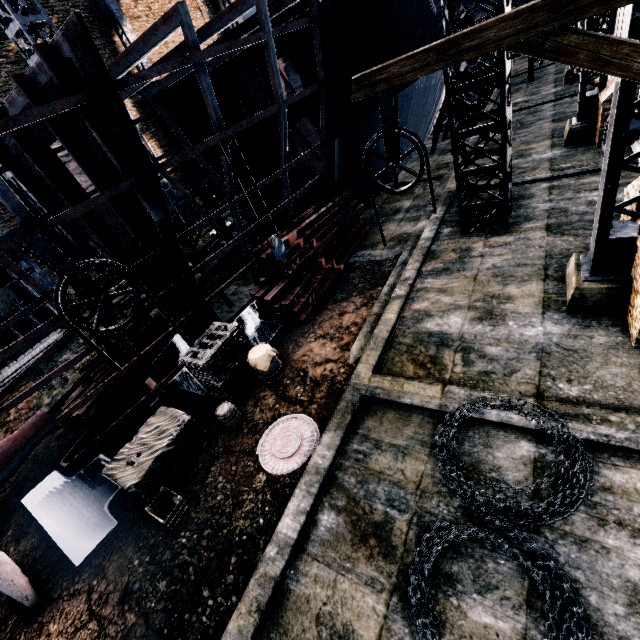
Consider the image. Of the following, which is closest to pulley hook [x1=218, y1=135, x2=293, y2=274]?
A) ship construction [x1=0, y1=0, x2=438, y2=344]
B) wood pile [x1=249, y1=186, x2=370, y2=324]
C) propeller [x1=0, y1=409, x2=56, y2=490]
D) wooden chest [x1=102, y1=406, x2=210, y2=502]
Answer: ship construction [x1=0, y1=0, x2=438, y2=344]

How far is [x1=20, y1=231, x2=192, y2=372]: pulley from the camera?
6.8 meters

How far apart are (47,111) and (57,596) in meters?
10.1

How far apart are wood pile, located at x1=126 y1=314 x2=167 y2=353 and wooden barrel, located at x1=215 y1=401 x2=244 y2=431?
5.97m

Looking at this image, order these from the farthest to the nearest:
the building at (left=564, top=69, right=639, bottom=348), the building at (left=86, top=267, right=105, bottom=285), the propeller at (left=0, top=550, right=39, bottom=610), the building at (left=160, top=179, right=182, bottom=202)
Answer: the building at (left=160, top=179, right=182, bottom=202)
the building at (left=86, top=267, right=105, bottom=285)
the propeller at (left=0, top=550, right=39, bottom=610)
the building at (left=564, top=69, right=639, bottom=348)

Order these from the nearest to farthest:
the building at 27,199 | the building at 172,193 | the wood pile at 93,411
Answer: the wood pile at 93,411, the building at 27,199, the building at 172,193

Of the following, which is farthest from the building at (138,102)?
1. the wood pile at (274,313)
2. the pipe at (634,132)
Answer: the wood pile at (274,313)

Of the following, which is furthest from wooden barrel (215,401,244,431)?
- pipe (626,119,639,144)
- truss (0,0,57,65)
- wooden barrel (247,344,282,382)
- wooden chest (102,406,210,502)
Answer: pipe (626,119,639,144)
